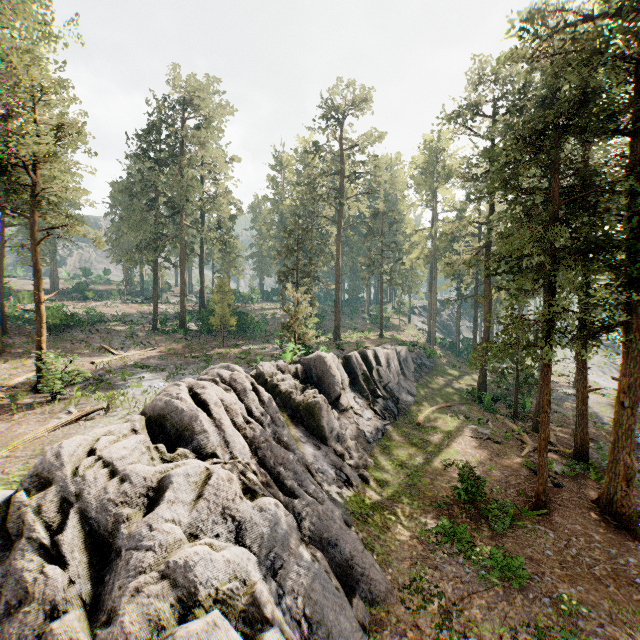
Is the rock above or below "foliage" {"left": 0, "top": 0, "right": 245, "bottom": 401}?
below

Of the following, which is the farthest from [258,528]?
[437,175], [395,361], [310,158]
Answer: [310,158]

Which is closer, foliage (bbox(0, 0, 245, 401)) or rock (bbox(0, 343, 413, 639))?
rock (bbox(0, 343, 413, 639))

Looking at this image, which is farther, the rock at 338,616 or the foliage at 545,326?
the foliage at 545,326

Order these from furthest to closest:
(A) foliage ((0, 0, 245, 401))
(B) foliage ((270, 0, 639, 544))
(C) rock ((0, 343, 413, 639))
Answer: (A) foliage ((0, 0, 245, 401))
(B) foliage ((270, 0, 639, 544))
(C) rock ((0, 343, 413, 639))

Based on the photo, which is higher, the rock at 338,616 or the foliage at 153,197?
the foliage at 153,197

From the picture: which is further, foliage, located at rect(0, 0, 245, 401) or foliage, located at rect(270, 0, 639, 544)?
foliage, located at rect(0, 0, 245, 401)
